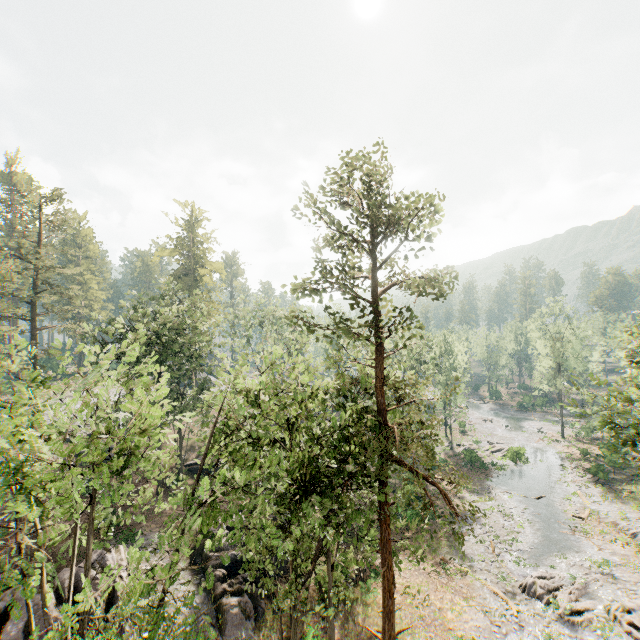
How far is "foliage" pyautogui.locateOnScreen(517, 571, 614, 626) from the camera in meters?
21.2 m

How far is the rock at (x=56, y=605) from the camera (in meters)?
15.91

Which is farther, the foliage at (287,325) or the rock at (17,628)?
the rock at (17,628)

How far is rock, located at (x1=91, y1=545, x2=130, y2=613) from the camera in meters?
17.1 m

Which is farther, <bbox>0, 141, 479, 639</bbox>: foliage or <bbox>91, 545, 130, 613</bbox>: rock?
<bbox>91, 545, 130, 613</bbox>: rock

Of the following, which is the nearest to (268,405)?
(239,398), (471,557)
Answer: (239,398)
